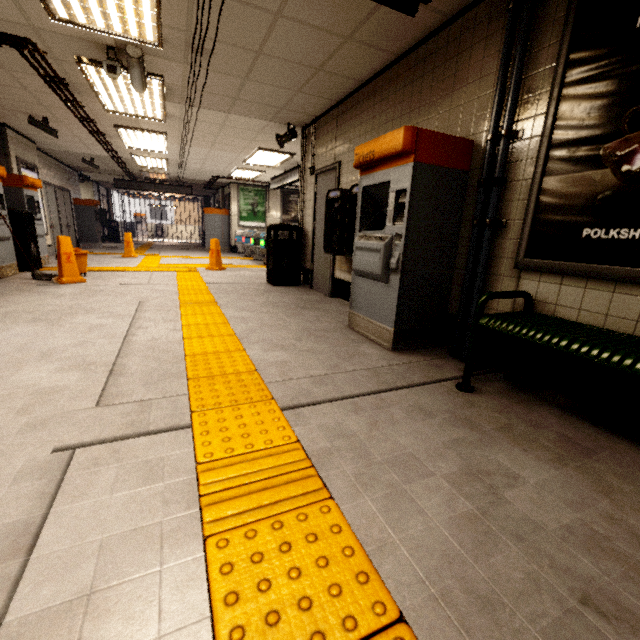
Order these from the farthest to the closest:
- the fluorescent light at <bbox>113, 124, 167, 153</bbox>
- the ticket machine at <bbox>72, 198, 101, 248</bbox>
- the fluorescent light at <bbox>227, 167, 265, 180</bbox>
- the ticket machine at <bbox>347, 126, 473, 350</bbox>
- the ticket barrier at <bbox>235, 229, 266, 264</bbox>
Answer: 1. the ticket machine at <bbox>72, 198, 101, 248</bbox>
2. the fluorescent light at <bbox>227, 167, 265, 180</bbox>
3. the ticket barrier at <bbox>235, 229, 266, 264</bbox>
4. the fluorescent light at <bbox>113, 124, 167, 153</bbox>
5. the ticket machine at <bbox>347, 126, 473, 350</bbox>

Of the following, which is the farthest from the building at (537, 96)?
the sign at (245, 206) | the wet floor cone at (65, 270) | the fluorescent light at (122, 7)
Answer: the sign at (245, 206)

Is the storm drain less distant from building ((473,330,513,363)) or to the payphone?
the payphone

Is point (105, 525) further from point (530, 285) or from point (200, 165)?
point (200, 165)

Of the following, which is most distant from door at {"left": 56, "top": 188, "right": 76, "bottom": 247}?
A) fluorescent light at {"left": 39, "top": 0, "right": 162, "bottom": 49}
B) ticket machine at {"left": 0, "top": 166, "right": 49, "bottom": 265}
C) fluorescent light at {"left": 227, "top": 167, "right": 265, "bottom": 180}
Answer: fluorescent light at {"left": 39, "top": 0, "right": 162, "bottom": 49}

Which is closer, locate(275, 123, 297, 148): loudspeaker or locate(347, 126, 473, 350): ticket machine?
locate(347, 126, 473, 350): ticket machine

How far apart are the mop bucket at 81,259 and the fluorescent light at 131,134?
2.7 meters

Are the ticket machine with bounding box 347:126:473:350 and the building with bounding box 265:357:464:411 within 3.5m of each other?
yes
